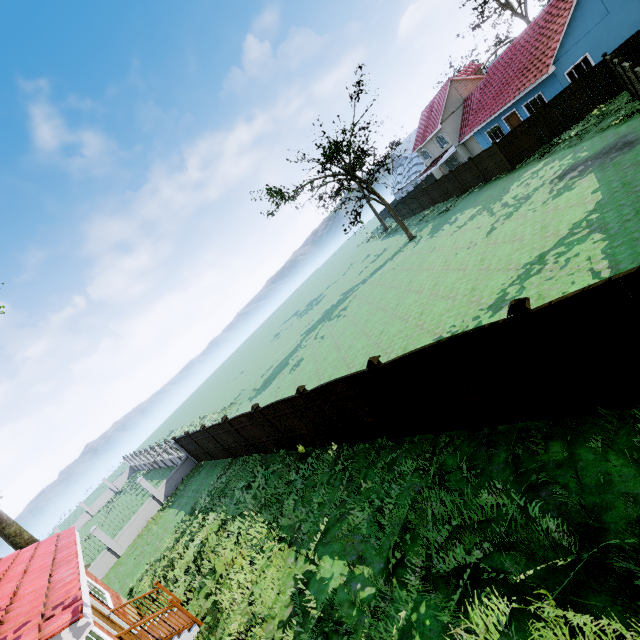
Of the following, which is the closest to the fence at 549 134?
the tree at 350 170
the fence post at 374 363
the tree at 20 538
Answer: the fence post at 374 363

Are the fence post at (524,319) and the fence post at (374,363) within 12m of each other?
yes

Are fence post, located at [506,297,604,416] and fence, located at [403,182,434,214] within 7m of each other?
no

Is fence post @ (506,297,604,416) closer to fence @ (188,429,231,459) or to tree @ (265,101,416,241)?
fence @ (188,429,231,459)

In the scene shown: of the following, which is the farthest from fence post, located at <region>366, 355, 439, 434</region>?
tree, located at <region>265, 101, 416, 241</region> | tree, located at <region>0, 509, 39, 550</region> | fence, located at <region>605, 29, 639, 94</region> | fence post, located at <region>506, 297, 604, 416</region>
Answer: tree, located at <region>265, 101, 416, 241</region>

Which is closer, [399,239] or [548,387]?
[548,387]

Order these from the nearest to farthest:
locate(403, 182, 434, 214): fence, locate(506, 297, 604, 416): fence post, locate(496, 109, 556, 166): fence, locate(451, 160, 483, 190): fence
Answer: locate(506, 297, 604, 416): fence post < locate(496, 109, 556, 166): fence < locate(451, 160, 483, 190): fence < locate(403, 182, 434, 214): fence

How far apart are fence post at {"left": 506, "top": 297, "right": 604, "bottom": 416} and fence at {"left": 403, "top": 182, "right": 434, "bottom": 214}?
38.0 meters
